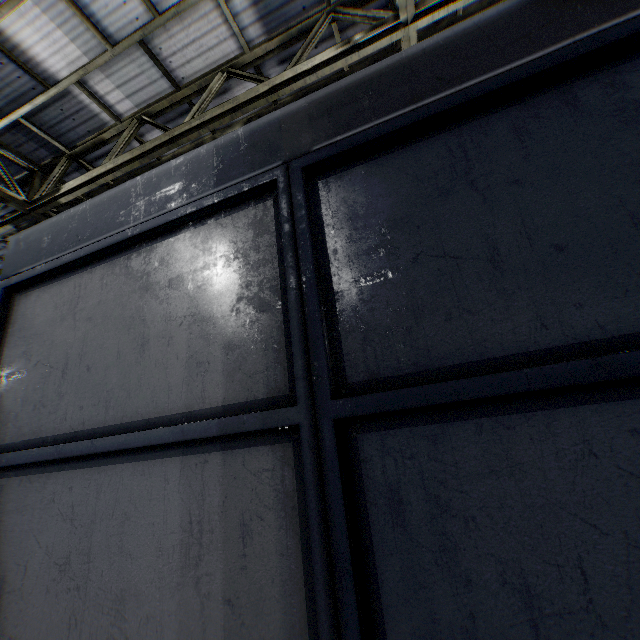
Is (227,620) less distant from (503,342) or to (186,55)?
(503,342)
